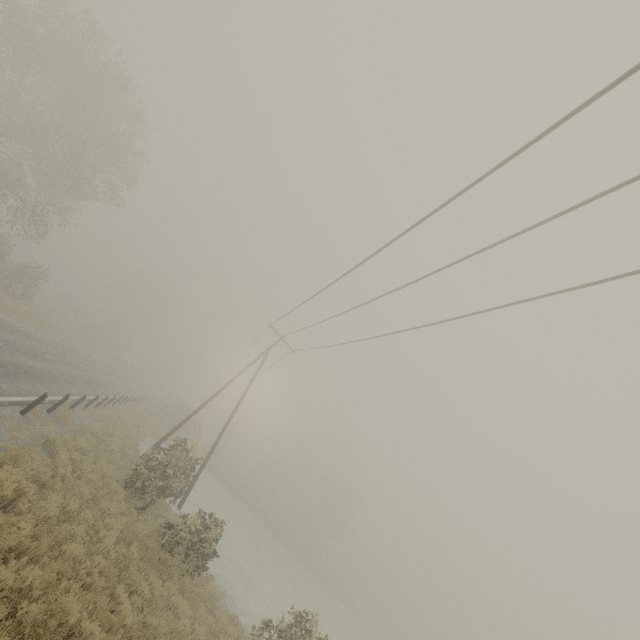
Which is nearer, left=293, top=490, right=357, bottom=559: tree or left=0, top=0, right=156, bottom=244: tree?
left=0, top=0, right=156, bottom=244: tree

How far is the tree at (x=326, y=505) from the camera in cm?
5469

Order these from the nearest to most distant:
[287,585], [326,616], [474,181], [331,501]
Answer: [474,181]
[287,585]
[326,616]
[331,501]

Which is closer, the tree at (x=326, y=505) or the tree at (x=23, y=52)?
the tree at (x=23, y=52)

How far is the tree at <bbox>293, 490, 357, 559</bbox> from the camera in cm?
5469
